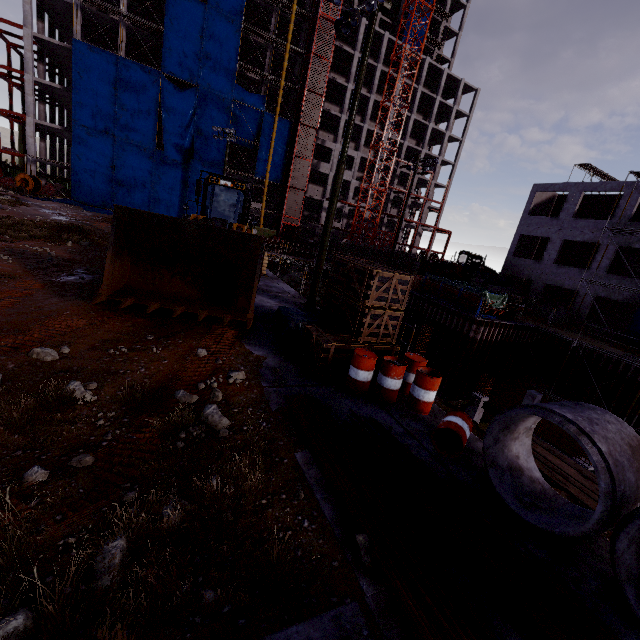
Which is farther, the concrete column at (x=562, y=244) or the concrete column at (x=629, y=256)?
the concrete column at (x=562, y=244)

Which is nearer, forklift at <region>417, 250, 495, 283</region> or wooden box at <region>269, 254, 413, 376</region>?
wooden box at <region>269, 254, 413, 376</region>

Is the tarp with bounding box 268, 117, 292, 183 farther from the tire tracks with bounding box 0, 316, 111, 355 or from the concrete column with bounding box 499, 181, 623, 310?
the concrete column with bounding box 499, 181, 623, 310

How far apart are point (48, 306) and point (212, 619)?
8.1m

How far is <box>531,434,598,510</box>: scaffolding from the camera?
5.8 meters

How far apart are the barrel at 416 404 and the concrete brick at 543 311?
26.1m

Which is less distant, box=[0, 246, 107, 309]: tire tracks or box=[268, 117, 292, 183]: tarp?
box=[0, 246, 107, 309]: tire tracks

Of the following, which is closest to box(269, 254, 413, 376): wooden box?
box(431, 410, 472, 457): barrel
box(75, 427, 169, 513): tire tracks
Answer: box(431, 410, 472, 457): barrel
